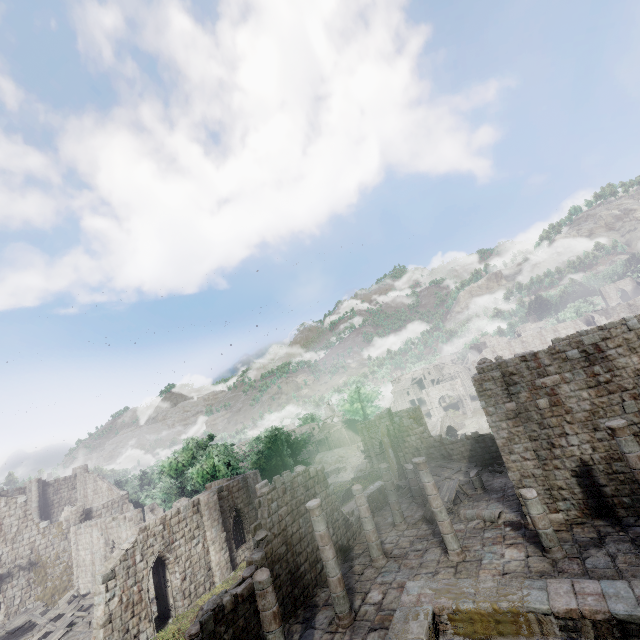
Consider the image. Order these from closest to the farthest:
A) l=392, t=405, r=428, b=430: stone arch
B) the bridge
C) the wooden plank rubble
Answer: the wooden plank rubble, l=392, t=405, r=428, b=430: stone arch, the bridge

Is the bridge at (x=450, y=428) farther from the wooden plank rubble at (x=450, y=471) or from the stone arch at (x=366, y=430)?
the wooden plank rubble at (x=450, y=471)

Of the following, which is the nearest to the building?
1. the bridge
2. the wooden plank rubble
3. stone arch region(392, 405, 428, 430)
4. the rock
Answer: the wooden plank rubble

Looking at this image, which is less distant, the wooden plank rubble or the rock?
the wooden plank rubble

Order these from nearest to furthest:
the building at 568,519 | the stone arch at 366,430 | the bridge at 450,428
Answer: the building at 568,519 → the stone arch at 366,430 → the bridge at 450,428

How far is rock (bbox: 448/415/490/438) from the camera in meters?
50.8

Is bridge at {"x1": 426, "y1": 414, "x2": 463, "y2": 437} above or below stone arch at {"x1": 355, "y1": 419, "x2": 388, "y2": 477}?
below

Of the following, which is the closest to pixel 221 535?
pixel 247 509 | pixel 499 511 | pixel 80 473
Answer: pixel 247 509
